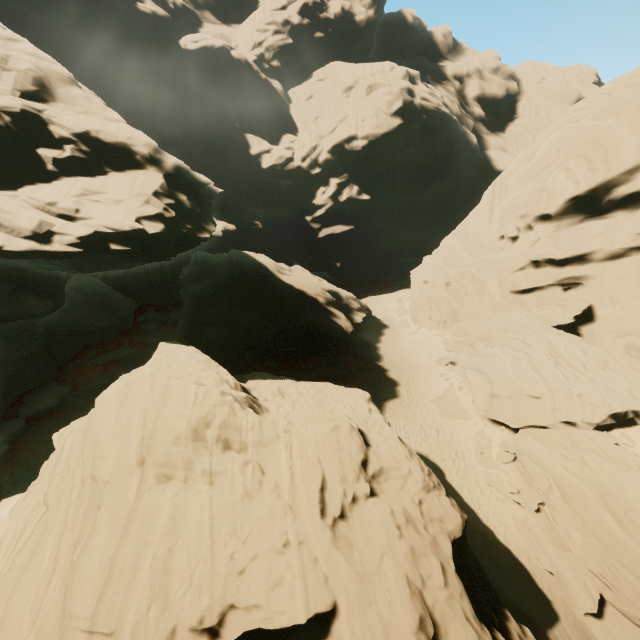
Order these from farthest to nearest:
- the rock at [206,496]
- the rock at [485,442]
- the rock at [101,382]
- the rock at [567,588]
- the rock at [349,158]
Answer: the rock at [349,158], the rock at [101,382], the rock at [485,442], the rock at [567,588], the rock at [206,496]

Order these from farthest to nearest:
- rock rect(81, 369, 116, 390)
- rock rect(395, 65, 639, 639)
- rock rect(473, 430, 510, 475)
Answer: rock rect(81, 369, 116, 390)
rock rect(473, 430, 510, 475)
rock rect(395, 65, 639, 639)

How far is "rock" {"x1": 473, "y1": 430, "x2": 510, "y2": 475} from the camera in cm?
2002

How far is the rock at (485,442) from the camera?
20.02m

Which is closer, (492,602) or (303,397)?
(492,602)
